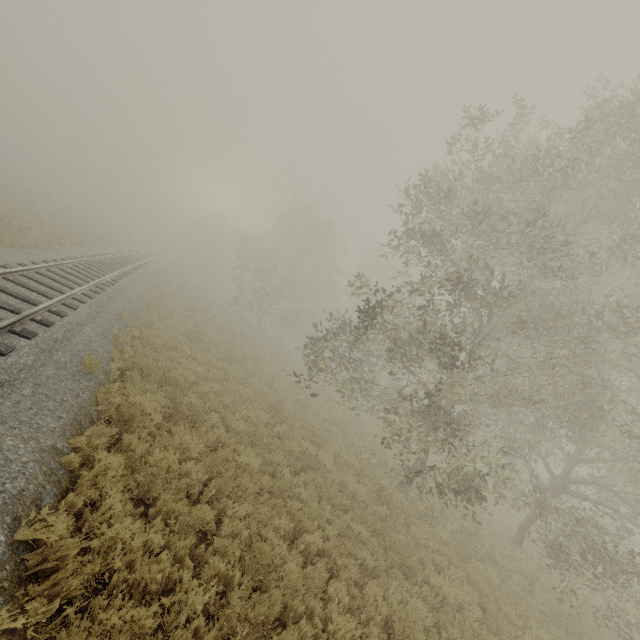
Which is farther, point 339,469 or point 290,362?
point 290,362
